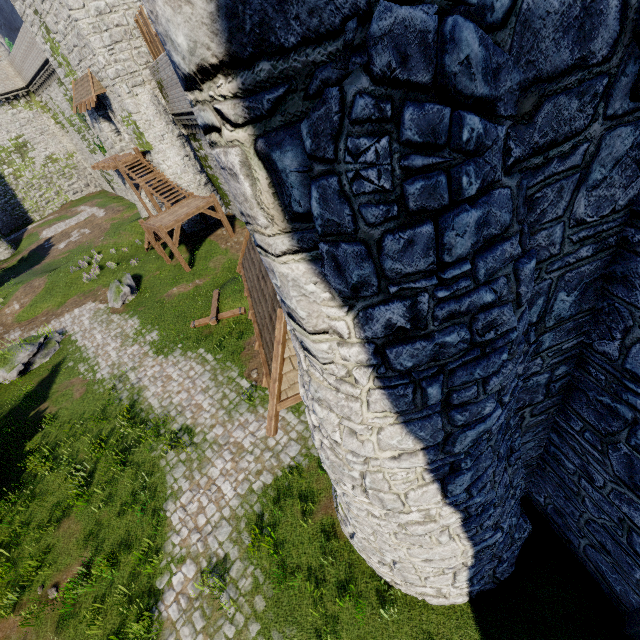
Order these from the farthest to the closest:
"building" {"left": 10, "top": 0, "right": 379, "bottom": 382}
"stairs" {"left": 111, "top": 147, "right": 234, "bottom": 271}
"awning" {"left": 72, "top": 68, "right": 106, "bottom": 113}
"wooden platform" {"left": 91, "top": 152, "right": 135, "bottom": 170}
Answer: "wooden platform" {"left": 91, "top": 152, "right": 135, "bottom": 170}
"awning" {"left": 72, "top": 68, "right": 106, "bottom": 113}
"stairs" {"left": 111, "top": 147, "right": 234, "bottom": 271}
"building" {"left": 10, "top": 0, "right": 379, "bottom": 382}

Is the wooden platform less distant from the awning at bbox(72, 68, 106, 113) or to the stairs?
the stairs

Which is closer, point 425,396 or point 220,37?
point 220,37

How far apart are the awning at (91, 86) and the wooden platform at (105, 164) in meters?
3.1

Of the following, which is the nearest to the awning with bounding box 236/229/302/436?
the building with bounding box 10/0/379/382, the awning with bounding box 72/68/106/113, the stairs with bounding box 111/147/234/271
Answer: the building with bounding box 10/0/379/382

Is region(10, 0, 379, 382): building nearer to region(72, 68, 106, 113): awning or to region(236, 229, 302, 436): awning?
region(236, 229, 302, 436): awning

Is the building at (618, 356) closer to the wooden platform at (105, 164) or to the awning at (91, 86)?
the awning at (91, 86)

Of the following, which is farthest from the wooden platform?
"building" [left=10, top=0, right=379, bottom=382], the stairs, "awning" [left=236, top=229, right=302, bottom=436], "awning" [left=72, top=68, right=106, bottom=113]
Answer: "awning" [left=236, top=229, right=302, bottom=436]
